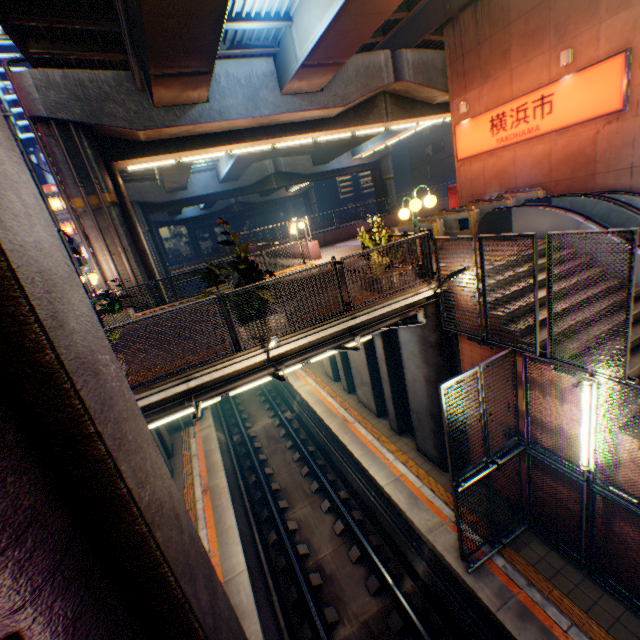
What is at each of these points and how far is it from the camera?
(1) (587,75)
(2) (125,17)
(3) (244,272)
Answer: (1) sign, 10.65m
(2) pipe, 8.42m
(3) plants, 6.83m

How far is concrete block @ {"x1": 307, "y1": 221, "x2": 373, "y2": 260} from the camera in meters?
16.7 m

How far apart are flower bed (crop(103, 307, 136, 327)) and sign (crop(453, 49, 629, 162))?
16.4 meters

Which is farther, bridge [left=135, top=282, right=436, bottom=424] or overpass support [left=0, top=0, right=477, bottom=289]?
overpass support [left=0, top=0, right=477, bottom=289]

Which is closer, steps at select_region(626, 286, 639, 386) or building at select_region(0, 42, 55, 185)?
steps at select_region(626, 286, 639, 386)

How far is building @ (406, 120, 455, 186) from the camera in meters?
45.2 m

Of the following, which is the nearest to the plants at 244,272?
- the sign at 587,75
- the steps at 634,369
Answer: the steps at 634,369

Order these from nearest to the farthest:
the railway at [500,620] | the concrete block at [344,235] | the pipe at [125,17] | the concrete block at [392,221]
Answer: the railway at [500,620] < the pipe at [125,17] < the concrete block at [344,235] < the concrete block at [392,221]
